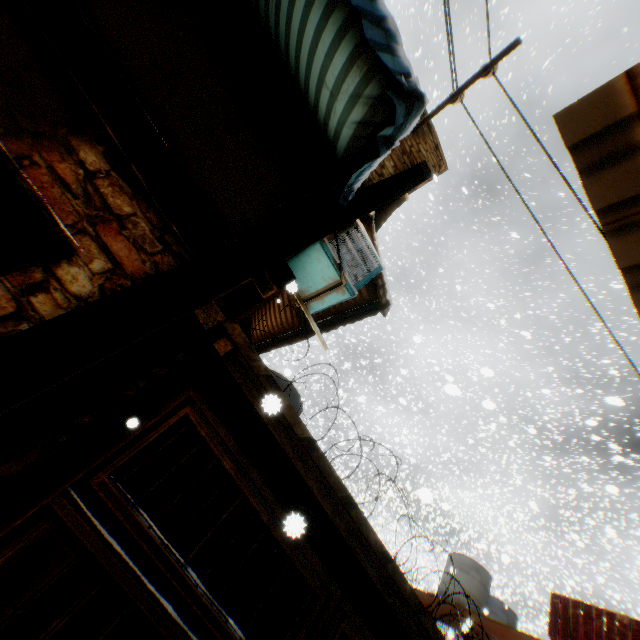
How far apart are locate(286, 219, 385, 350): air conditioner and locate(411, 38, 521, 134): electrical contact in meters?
2.0 m

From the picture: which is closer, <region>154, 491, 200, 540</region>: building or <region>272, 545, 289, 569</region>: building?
<region>272, 545, 289, 569</region>: building

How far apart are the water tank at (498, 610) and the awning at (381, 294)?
11.8 meters

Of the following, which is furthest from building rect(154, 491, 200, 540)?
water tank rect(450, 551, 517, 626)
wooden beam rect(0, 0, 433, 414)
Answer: water tank rect(450, 551, 517, 626)

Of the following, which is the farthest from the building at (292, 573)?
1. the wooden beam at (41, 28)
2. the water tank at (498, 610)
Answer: the water tank at (498, 610)

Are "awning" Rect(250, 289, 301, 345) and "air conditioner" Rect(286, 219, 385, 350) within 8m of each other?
yes

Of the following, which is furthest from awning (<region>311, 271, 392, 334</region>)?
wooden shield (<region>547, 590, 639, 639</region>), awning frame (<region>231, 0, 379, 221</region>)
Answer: wooden shield (<region>547, 590, 639, 639</region>)

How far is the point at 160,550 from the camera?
2.6m
